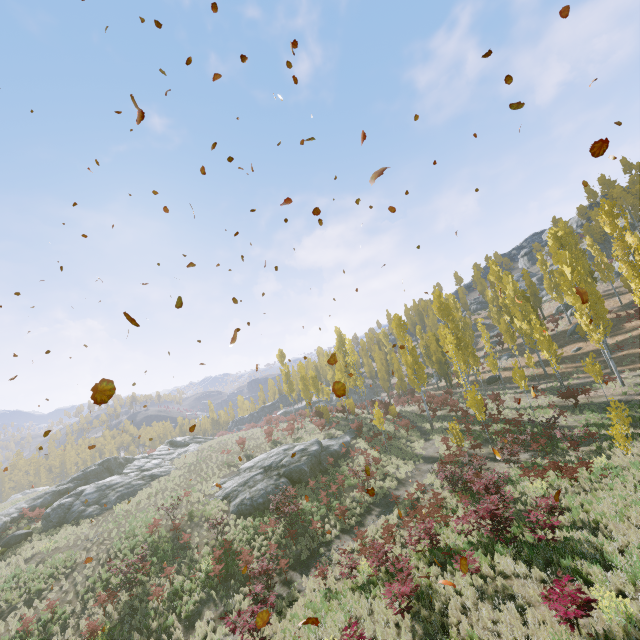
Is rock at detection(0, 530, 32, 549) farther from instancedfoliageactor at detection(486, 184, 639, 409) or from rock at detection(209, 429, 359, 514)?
instancedfoliageactor at detection(486, 184, 639, 409)

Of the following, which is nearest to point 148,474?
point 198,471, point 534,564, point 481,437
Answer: point 198,471

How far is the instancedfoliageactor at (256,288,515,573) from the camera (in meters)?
Result: 14.22

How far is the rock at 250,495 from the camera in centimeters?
2345cm

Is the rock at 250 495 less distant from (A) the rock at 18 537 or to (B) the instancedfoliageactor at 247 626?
(B) the instancedfoliageactor at 247 626

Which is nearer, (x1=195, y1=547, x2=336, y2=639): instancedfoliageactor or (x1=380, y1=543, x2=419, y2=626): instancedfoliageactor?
(x1=380, y1=543, x2=419, y2=626): instancedfoliageactor

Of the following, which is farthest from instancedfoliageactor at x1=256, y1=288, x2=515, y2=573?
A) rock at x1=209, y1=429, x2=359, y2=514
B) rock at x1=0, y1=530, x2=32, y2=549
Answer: rock at x1=0, y1=530, x2=32, y2=549
